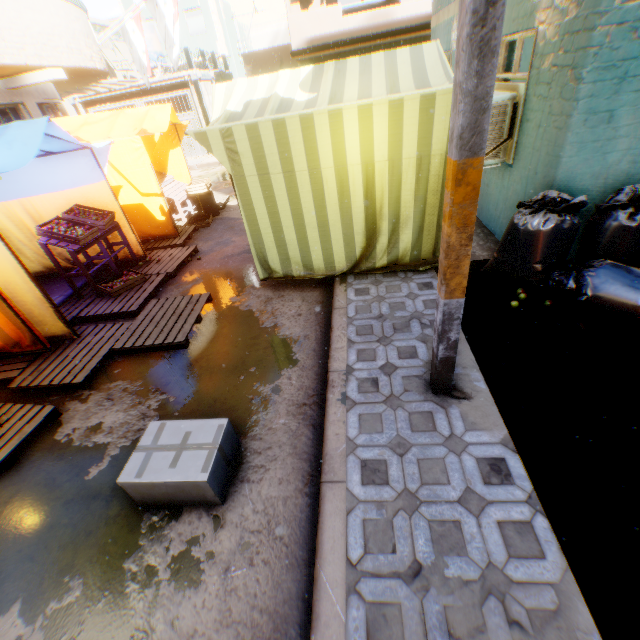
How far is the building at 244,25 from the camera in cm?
3170

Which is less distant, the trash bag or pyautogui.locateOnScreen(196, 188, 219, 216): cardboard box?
the trash bag

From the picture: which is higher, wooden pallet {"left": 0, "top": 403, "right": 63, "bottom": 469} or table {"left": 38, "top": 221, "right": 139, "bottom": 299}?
table {"left": 38, "top": 221, "right": 139, "bottom": 299}

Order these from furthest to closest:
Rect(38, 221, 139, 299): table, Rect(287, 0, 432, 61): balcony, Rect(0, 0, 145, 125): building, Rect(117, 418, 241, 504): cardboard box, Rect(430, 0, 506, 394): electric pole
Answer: Rect(287, 0, 432, 61): balcony, Rect(0, 0, 145, 125): building, Rect(38, 221, 139, 299): table, Rect(117, 418, 241, 504): cardboard box, Rect(430, 0, 506, 394): electric pole

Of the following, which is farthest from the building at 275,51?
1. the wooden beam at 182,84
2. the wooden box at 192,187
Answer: A: the wooden box at 192,187

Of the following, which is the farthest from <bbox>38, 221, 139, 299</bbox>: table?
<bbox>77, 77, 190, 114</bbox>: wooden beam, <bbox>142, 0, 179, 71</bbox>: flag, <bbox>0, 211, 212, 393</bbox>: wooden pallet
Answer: <bbox>77, 77, 190, 114</bbox>: wooden beam

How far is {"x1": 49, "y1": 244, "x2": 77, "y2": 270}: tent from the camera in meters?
6.4

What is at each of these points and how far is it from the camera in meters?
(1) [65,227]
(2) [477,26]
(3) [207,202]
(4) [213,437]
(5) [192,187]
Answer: (1) apples, 5.3
(2) electric pole, 1.4
(3) cardboard box, 8.7
(4) cardboard box, 2.6
(5) wooden box, 8.4
